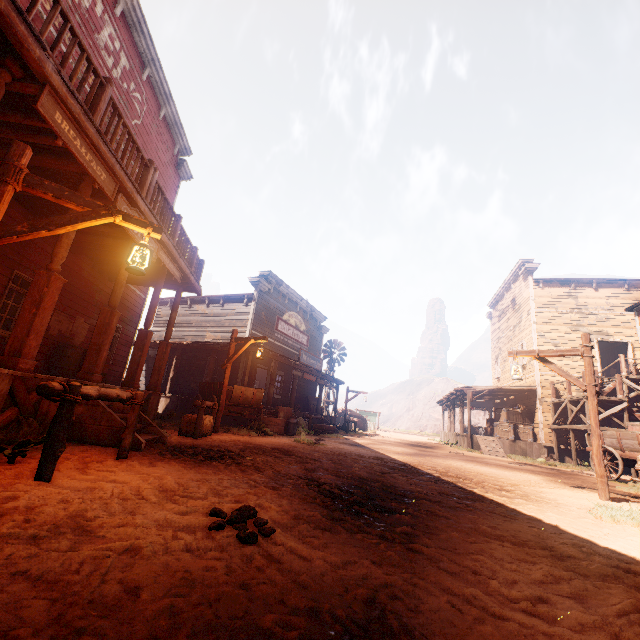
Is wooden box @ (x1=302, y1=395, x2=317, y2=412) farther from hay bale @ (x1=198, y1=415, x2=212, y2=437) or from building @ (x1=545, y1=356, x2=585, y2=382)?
hay bale @ (x1=198, y1=415, x2=212, y2=437)

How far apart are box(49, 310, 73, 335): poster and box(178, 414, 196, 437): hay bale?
4.6m

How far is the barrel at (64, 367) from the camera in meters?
9.0

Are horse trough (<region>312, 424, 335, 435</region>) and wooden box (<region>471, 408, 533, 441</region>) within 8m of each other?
no

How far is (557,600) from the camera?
2.0 meters

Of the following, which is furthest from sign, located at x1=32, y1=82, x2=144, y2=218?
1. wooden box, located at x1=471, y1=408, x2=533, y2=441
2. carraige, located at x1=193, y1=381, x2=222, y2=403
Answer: A: wooden box, located at x1=471, y1=408, x2=533, y2=441

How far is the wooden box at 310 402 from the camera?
23.0m

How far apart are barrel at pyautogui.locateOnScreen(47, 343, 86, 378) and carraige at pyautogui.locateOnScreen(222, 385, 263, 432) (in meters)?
3.29
